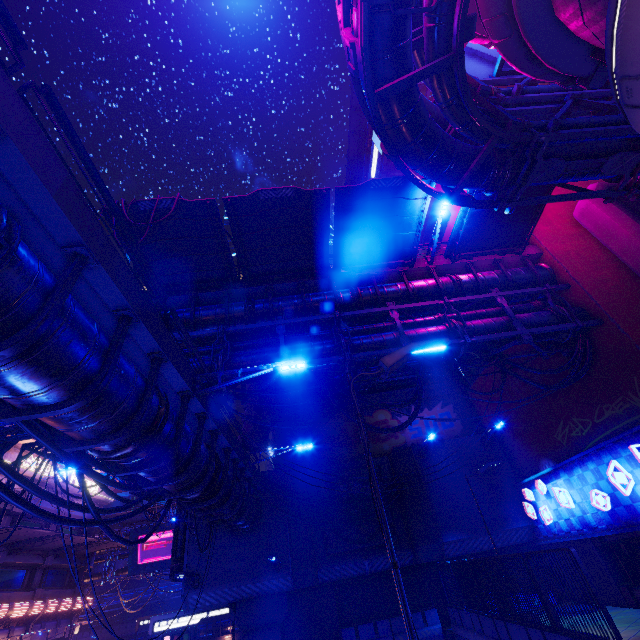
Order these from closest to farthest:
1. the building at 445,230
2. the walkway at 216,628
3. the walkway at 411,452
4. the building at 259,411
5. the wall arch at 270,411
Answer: the walkway at 411,452
the building at 445,230
the wall arch at 270,411
the building at 259,411
the walkway at 216,628

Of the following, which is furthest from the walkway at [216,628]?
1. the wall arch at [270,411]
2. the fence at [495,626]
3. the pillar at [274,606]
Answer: the fence at [495,626]

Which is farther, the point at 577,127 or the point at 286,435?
the point at 286,435

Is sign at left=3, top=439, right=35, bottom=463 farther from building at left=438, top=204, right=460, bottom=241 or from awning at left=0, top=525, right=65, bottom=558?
building at left=438, top=204, right=460, bottom=241

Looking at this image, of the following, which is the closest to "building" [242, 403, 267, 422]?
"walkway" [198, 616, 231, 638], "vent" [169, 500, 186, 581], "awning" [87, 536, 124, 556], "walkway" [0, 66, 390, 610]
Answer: "walkway" [0, 66, 390, 610]

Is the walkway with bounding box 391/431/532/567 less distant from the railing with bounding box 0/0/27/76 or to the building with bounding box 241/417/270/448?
the railing with bounding box 0/0/27/76

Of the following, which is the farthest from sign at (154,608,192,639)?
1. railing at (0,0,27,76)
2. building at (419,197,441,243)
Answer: railing at (0,0,27,76)

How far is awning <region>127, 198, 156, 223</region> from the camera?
11.58m
